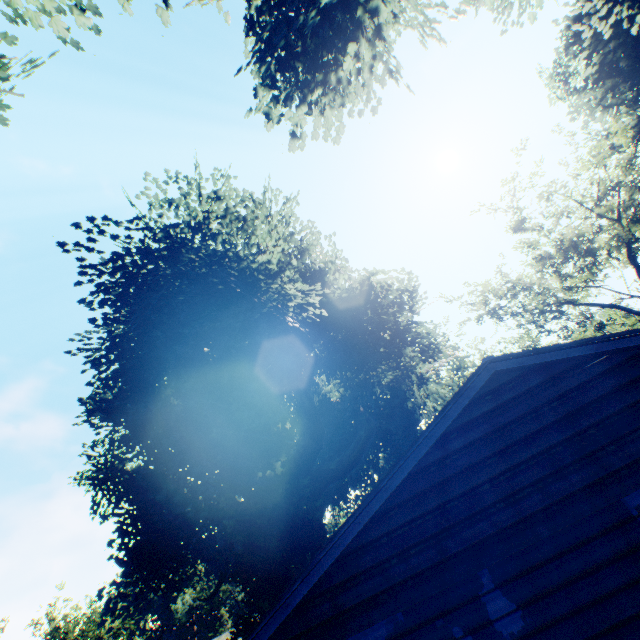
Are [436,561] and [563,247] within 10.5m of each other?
no

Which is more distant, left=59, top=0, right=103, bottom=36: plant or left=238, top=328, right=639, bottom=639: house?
left=59, top=0, right=103, bottom=36: plant

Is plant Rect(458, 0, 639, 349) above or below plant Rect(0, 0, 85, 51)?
above

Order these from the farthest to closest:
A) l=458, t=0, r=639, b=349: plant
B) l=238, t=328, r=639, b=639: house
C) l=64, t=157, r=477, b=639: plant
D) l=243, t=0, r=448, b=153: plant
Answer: l=458, t=0, r=639, b=349: plant
l=64, t=157, r=477, b=639: plant
l=243, t=0, r=448, b=153: plant
l=238, t=328, r=639, b=639: house

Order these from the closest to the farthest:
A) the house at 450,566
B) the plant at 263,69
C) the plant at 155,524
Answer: the house at 450,566 < the plant at 263,69 < the plant at 155,524

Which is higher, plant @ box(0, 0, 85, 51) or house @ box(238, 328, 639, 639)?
plant @ box(0, 0, 85, 51)

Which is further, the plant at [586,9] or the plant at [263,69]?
the plant at [586,9]
